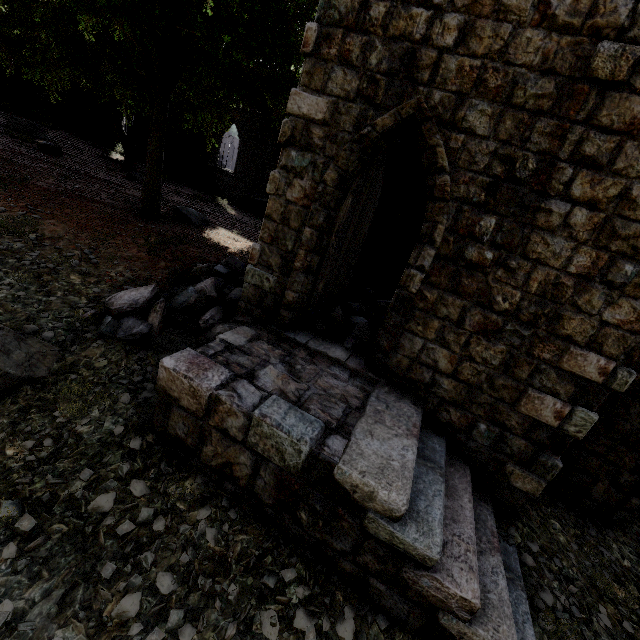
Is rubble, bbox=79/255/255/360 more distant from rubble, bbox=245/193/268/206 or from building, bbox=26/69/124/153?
rubble, bbox=245/193/268/206

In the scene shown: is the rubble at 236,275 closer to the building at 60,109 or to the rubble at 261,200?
the building at 60,109

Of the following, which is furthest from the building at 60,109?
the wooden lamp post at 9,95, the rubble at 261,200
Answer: the wooden lamp post at 9,95

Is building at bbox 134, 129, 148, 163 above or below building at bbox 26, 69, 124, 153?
below

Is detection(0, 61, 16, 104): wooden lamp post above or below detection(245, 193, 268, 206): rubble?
above

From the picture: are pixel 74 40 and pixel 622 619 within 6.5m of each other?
no

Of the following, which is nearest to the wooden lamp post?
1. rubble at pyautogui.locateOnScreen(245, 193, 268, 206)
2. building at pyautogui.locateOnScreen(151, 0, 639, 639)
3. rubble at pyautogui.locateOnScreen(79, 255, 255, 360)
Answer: building at pyautogui.locateOnScreen(151, 0, 639, 639)

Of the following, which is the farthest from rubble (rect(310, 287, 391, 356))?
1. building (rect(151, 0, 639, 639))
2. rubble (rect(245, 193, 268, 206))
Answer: rubble (rect(245, 193, 268, 206))
